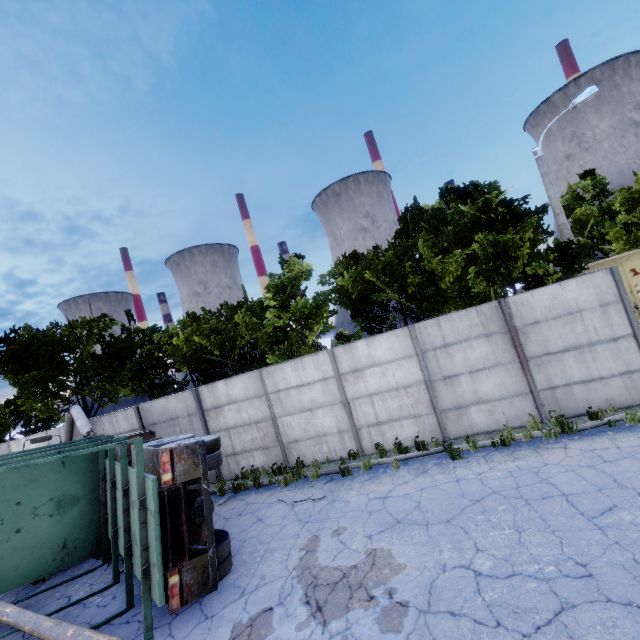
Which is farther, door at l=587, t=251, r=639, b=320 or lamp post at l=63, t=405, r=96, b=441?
door at l=587, t=251, r=639, b=320

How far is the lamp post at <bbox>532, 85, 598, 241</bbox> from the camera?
12.1 meters

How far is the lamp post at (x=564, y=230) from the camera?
12.1m

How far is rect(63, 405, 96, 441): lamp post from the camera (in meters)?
12.36

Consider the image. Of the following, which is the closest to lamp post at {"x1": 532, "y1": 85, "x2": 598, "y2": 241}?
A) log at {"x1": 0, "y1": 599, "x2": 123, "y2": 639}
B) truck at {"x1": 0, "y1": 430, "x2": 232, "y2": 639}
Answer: truck at {"x1": 0, "y1": 430, "x2": 232, "y2": 639}

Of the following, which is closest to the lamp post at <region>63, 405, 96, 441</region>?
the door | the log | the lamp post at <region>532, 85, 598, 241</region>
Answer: the log

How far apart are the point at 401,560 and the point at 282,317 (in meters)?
9.93

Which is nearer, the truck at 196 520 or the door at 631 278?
the truck at 196 520
